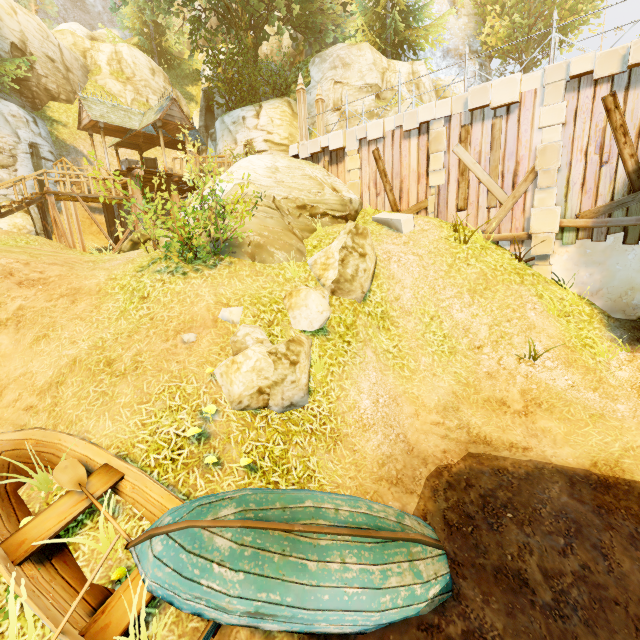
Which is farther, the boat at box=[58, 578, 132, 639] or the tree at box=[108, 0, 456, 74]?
the tree at box=[108, 0, 456, 74]

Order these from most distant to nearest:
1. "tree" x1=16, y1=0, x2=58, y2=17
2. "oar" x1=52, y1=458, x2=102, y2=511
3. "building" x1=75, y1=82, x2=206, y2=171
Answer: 1. "tree" x1=16, y1=0, x2=58, y2=17
2. "building" x1=75, y1=82, x2=206, y2=171
3. "oar" x1=52, y1=458, x2=102, y2=511

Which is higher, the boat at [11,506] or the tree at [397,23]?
the tree at [397,23]

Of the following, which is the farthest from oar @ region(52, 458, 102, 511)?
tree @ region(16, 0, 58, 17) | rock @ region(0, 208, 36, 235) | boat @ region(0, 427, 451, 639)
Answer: rock @ region(0, 208, 36, 235)

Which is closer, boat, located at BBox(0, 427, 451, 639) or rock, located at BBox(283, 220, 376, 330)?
boat, located at BBox(0, 427, 451, 639)

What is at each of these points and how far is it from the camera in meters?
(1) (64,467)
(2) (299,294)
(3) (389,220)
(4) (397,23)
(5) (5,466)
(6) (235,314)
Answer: (1) oar, 4.4
(2) rock, 7.1
(3) stone, 11.1
(4) tree, 19.8
(5) boat, 4.4
(6) rock, 6.8

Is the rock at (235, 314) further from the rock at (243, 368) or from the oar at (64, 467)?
the oar at (64, 467)

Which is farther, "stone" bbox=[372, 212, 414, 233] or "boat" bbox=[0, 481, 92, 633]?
"stone" bbox=[372, 212, 414, 233]
